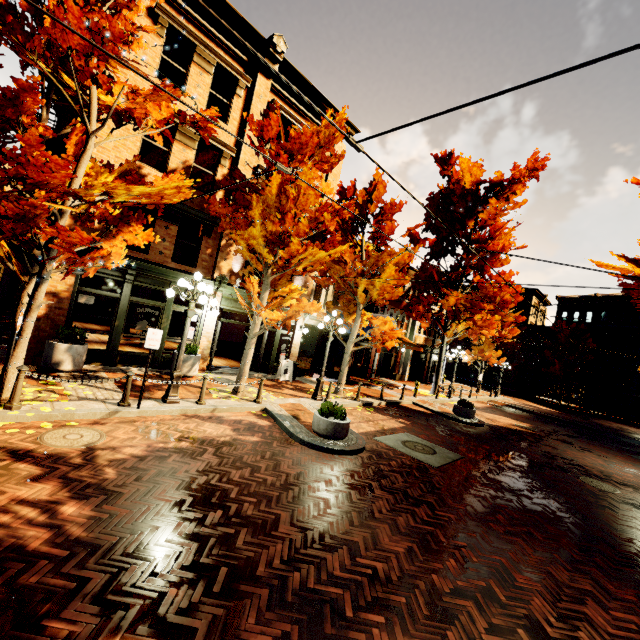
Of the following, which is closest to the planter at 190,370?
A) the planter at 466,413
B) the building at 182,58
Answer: the building at 182,58

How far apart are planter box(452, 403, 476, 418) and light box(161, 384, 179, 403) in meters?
12.6 m

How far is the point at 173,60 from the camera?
11.5m

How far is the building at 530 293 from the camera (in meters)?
46.59

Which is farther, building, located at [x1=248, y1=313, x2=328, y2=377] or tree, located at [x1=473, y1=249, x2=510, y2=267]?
tree, located at [x1=473, y1=249, x2=510, y2=267]

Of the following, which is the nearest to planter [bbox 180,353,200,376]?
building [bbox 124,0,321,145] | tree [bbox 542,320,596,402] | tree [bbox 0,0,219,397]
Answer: building [bbox 124,0,321,145]

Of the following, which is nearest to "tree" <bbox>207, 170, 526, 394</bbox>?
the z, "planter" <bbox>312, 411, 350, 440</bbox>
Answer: the z

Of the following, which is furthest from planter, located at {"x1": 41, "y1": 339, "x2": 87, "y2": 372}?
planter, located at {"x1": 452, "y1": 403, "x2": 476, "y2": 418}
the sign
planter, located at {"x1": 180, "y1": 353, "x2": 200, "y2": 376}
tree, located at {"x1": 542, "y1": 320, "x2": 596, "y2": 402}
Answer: tree, located at {"x1": 542, "y1": 320, "x2": 596, "y2": 402}
